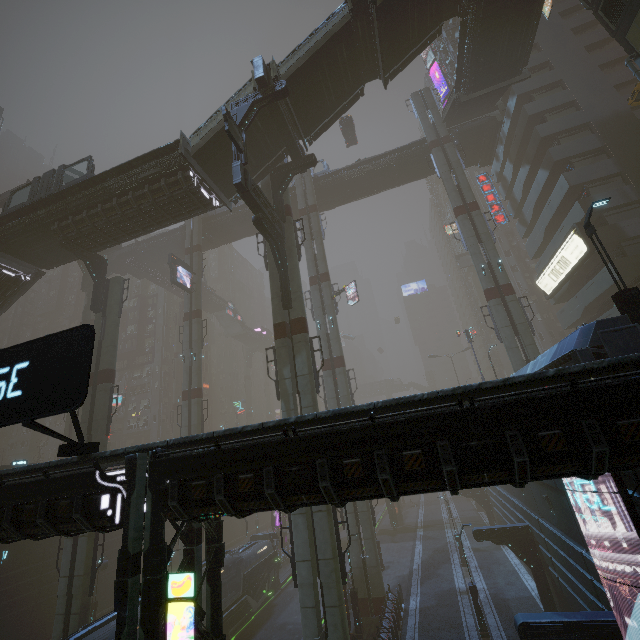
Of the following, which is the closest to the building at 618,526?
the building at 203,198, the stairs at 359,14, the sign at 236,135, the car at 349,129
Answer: the stairs at 359,14

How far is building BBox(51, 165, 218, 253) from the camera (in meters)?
20.77

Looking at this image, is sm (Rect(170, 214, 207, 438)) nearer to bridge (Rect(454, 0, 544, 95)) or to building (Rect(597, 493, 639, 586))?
building (Rect(597, 493, 639, 586))

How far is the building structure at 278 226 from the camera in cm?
1778

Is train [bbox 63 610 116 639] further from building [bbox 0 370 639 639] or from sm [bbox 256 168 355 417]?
building [bbox 0 370 639 639]

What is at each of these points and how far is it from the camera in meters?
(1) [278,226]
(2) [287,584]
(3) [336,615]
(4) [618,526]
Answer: (1) building structure, 21.4
(2) train rail, 33.6
(3) sm, 14.5
(4) building, 10.5

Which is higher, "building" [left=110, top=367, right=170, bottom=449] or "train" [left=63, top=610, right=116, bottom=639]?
"building" [left=110, top=367, right=170, bottom=449]

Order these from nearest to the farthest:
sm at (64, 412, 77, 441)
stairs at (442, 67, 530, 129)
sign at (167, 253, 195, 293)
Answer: stairs at (442, 67, 530, 129) → sign at (167, 253, 195, 293) → sm at (64, 412, 77, 441)
